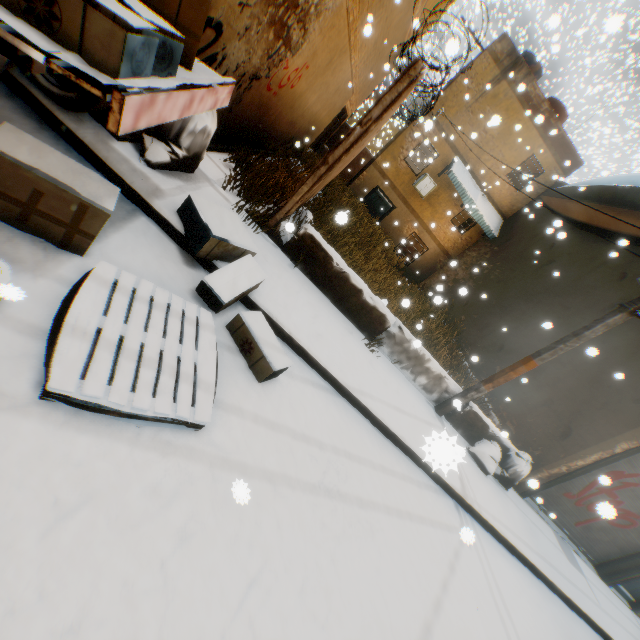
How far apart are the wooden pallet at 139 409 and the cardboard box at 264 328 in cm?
19

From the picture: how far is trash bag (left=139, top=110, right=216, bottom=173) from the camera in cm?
379

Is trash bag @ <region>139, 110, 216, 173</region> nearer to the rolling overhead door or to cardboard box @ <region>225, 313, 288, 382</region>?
cardboard box @ <region>225, 313, 288, 382</region>

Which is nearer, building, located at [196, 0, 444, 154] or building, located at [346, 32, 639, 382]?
building, located at [196, 0, 444, 154]

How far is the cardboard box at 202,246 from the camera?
3.32m

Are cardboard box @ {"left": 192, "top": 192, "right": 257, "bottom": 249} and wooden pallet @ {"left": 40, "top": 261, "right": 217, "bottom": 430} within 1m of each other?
yes

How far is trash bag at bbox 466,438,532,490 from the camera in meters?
6.5 m

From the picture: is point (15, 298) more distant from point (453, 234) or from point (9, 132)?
point (453, 234)
